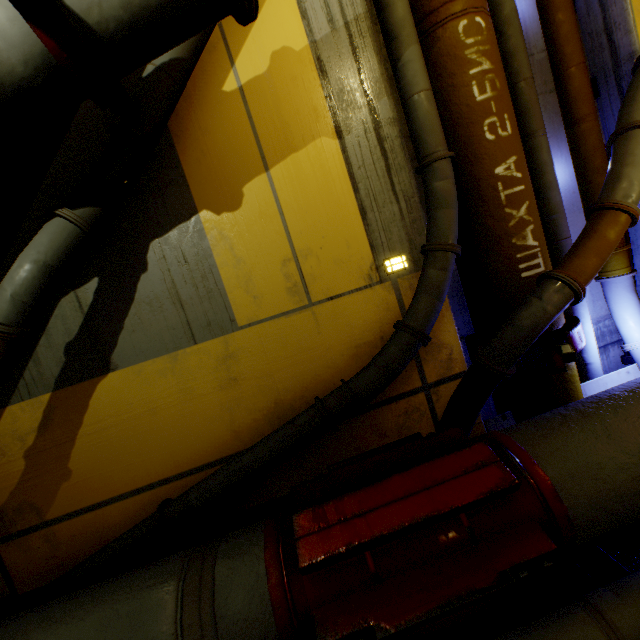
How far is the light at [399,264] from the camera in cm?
279

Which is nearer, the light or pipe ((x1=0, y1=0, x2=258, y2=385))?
pipe ((x1=0, y1=0, x2=258, y2=385))

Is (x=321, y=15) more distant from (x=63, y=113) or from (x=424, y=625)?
(x=424, y=625)

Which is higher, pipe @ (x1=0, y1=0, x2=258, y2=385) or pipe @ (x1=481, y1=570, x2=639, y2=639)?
pipe @ (x1=0, y1=0, x2=258, y2=385)

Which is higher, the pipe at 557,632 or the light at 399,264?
the light at 399,264

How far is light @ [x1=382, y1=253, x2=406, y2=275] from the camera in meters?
2.8 m
